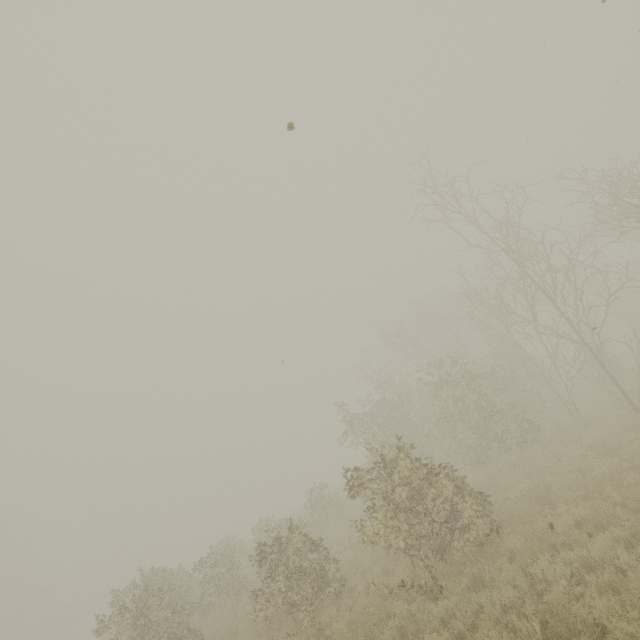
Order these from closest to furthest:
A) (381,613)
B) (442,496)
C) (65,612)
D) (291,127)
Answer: (291,127) → (381,613) → (442,496) → (65,612)

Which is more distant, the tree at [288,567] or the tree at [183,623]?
the tree at [183,623]

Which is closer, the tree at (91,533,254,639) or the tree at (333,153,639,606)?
the tree at (333,153,639,606)
